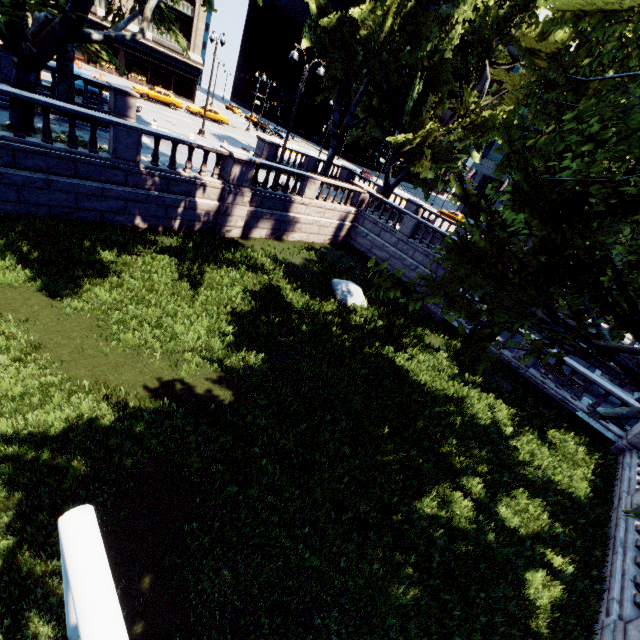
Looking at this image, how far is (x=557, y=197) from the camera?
5.71m

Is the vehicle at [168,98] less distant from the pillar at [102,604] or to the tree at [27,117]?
the tree at [27,117]

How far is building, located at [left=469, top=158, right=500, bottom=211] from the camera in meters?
52.0

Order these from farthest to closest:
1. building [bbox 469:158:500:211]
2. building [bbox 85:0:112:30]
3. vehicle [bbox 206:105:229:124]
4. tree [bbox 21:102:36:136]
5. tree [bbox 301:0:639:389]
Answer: building [bbox 469:158:500:211] < vehicle [bbox 206:105:229:124] < building [bbox 85:0:112:30] < tree [bbox 21:102:36:136] < tree [bbox 301:0:639:389]

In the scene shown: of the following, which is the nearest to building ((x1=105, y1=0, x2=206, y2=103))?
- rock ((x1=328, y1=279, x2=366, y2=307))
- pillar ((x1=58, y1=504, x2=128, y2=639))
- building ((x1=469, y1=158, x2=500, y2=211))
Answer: building ((x1=469, y1=158, x2=500, y2=211))

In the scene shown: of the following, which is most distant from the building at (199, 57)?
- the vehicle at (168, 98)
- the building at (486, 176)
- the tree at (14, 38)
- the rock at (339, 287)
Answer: the rock at (339, 287)

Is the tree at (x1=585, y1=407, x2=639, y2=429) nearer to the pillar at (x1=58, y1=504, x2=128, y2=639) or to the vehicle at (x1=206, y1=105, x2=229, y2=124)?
the pillar at (x1=58, y1=504, x2=128, y2=639)

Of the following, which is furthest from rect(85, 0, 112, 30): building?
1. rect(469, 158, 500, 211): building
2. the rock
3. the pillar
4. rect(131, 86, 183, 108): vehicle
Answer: the pillar
